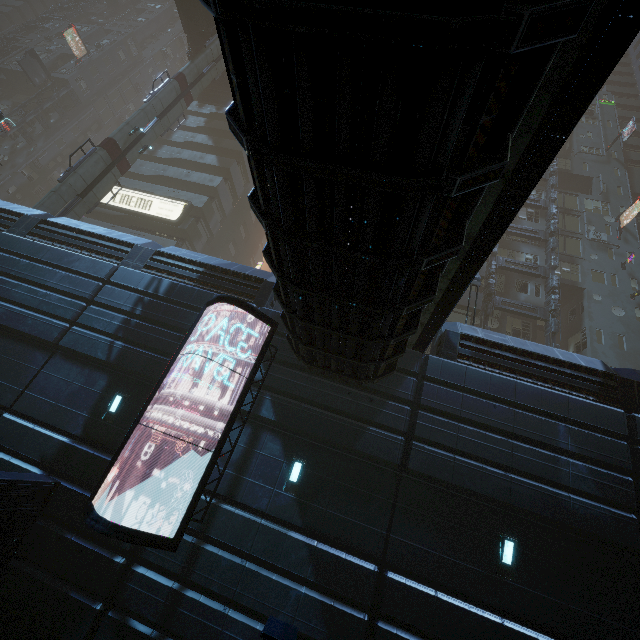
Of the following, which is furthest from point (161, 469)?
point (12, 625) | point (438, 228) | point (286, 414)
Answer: point (438, 228)

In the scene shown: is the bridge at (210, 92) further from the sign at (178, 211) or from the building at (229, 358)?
the sign at (178, 211)

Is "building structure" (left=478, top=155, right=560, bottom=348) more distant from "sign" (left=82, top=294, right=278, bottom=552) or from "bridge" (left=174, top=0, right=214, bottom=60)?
"bridge" (left=174, top=0, right=214, bottom=60)

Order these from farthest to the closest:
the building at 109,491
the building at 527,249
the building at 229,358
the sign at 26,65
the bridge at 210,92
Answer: the sign at 26,65, the bridge at 210,92, the building at 527,249, the building at 229,358, the building at 109,491

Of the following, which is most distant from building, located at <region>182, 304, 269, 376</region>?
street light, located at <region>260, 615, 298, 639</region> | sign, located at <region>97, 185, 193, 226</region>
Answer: street light, located at <region>260, 615, 298, 639</region>

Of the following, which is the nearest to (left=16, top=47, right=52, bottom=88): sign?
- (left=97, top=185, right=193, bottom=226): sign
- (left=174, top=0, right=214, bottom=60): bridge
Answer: (left=174, top=0, right=214, bottom=60): bridge

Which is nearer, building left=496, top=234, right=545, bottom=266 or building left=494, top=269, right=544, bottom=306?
building left=494, top=269, right=544, bottom=306

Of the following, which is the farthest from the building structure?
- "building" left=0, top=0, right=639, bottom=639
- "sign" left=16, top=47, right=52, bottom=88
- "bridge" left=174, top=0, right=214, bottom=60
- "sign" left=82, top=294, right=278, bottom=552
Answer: "sign" left=16, top=47, right=52, bottom=88
